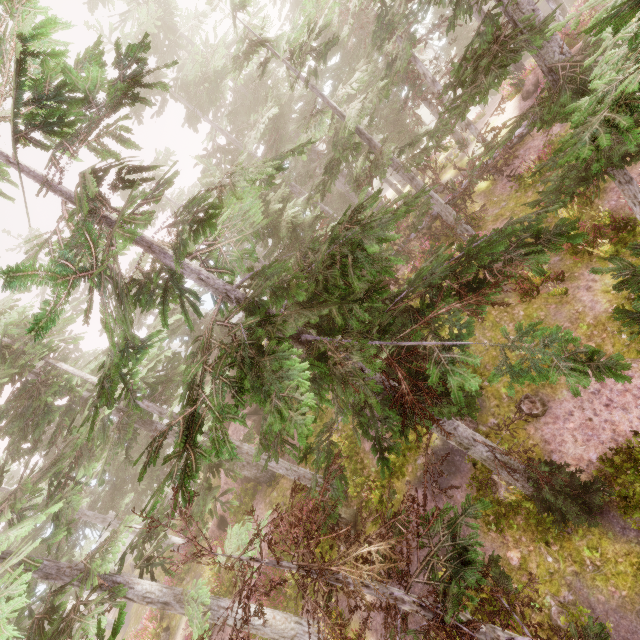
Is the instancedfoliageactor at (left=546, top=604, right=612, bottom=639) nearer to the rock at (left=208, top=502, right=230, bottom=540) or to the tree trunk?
the rock at (left=208, top=502, right=230, bottom=540)

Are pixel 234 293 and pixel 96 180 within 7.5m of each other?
yes

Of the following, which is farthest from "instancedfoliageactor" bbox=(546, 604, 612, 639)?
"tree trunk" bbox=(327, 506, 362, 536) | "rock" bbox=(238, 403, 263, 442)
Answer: "tree trunk" bbox=(327, 506, 362, 536)

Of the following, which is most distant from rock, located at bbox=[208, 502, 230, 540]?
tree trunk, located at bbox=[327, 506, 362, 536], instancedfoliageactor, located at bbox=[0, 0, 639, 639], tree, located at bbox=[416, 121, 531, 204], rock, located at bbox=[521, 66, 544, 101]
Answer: rock, located at bbox=[521, 66, 544, 101]

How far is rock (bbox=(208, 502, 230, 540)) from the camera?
19.64m

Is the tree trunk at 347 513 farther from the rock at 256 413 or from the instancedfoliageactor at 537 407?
the rock at 256 413

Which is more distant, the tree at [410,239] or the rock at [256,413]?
the rock at [256,413]

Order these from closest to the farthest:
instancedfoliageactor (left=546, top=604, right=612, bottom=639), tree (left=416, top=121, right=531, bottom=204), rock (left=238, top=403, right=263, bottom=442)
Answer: instancedfoliageactor (left=546, top=604, right=612, bottom=639) < tree (left=416, top=121, right=531, bottom=204) < rock (left=238, top=403, right=263, bottom=442)
